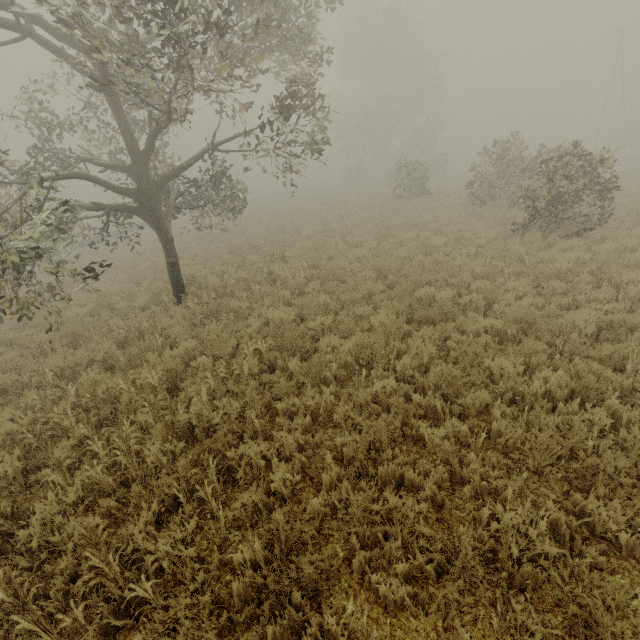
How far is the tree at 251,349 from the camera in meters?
5.3 m

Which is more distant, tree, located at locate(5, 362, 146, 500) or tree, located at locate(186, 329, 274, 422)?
tree, located at locate(186, 329, 274, 422)

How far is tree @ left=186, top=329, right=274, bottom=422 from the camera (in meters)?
5.35

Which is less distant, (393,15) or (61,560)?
(61,560)

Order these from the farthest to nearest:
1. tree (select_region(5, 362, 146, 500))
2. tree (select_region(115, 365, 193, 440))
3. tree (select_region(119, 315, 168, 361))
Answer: tree (select_region(119, 315, 168, 361)) → tree (select_region(115, 365, 193, 440)) → tree (select_region(5, 362, 146, 500))
